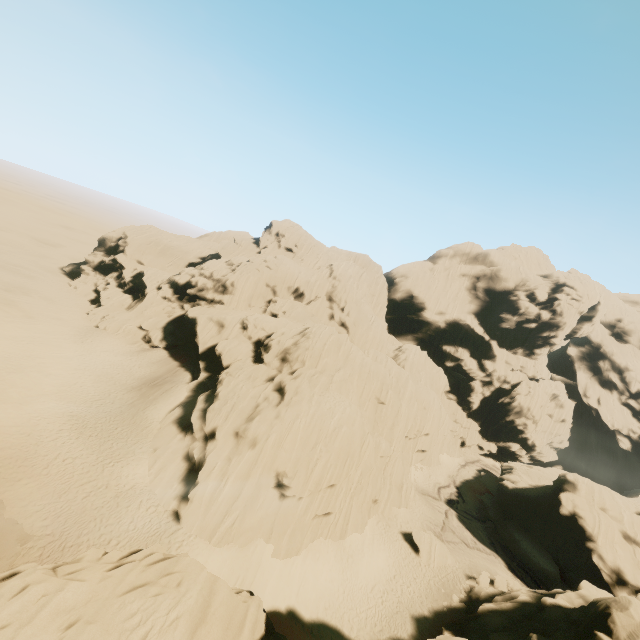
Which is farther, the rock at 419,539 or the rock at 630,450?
the rock at 630,450

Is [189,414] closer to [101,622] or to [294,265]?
[101,622]

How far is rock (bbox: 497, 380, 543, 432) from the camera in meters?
58.6

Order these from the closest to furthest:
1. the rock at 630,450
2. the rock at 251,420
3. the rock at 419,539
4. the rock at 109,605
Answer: the rock at 109,605, the rock at 251,420, the rock at 419,539, the rock at 630,450

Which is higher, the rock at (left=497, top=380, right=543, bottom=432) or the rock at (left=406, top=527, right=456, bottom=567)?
the rock at (left=497, top=380, right=543, bottom=432)

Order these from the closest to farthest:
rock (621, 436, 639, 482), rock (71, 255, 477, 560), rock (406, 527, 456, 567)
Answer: rock (71, 255, 477, 560)
rock (406, 527, 456, 567)
rock (621, 436, 639, 482)

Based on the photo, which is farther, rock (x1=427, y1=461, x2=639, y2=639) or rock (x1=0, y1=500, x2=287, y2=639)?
rock (x1=427, y1=461, x2=639, y2=639)
